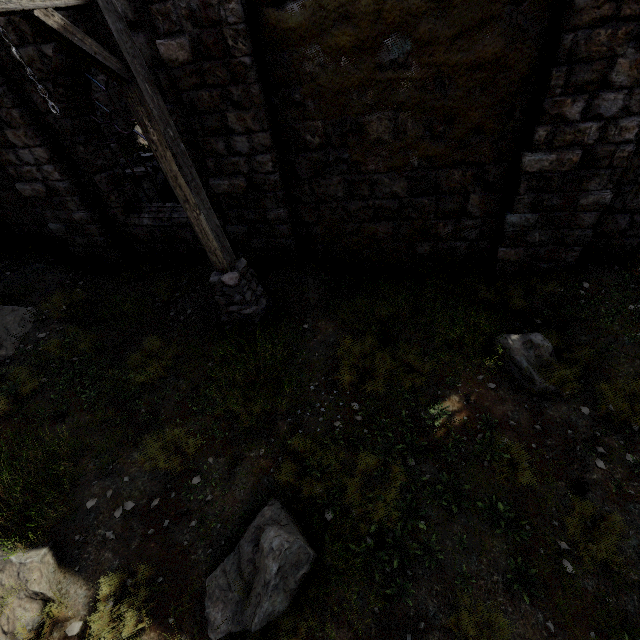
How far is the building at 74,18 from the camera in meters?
4.9 m

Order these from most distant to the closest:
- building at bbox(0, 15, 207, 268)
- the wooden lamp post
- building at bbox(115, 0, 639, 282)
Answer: building at bbox(0, 15, 207, 268) → building at bbox(115, 0, 639, 282) → the wooden lamp post

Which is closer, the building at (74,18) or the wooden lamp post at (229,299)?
the wooden lamp post at (229,299)

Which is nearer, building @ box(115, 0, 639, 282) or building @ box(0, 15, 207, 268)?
building @ box(115, 0, 639, 282)

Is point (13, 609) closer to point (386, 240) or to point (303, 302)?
point (303, 302)

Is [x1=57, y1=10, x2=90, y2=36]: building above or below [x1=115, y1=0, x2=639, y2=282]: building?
above

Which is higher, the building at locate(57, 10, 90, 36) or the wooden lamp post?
the building at locate(57, 10, 90, 36)
